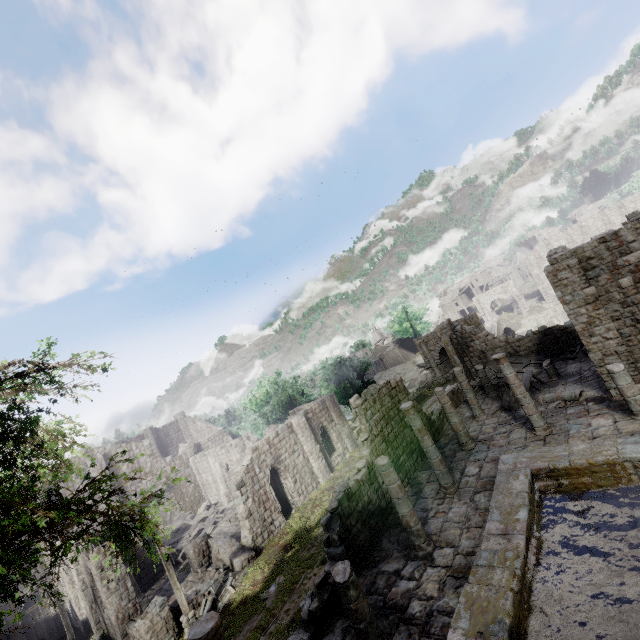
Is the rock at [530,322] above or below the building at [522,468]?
below

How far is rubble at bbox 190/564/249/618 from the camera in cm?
1739

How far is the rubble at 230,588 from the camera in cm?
1739

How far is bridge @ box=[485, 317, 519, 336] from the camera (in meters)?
46.43

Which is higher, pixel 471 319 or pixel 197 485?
pixel 471 319

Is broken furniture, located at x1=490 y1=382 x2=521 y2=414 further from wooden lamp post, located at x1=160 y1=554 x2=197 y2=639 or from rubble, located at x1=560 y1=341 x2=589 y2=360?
wooden lamp post, located at x1=160 y1=554 x2=197 y2=639

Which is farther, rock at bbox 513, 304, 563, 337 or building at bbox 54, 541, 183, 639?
rock at bbox 513, 304, 563, 337

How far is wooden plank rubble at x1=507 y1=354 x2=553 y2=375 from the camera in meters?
22.6 m
